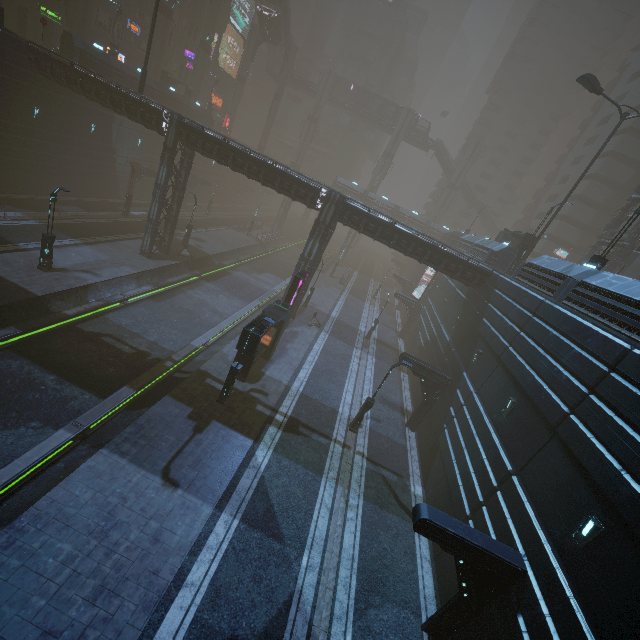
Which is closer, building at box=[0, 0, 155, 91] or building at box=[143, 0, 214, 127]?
building at box=[0, 0, 155, 91]

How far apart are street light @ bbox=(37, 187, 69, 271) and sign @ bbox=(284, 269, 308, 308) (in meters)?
14.18

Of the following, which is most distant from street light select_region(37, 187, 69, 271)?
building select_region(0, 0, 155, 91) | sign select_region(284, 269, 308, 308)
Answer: sign select_region(284, 269, 308, 308)

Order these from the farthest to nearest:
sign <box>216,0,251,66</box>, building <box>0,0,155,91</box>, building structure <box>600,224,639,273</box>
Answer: sign <box>216,0,251,66</box> → building <box>0,0,155,91</box> → building structure <box>600,224,639,273</box>

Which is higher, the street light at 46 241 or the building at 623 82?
the building at 623 82

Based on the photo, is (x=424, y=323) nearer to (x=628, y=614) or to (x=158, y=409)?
(x=158, y=409)

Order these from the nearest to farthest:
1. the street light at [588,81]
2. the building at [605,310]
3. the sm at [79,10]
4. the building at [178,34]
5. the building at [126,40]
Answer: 1. the building at [605,310]
2. the street light at [588,81]
3. the building at [126,40]
4. the sm at [79,10]
5. the building at [178,34]

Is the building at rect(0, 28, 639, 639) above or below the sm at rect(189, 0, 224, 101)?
below
